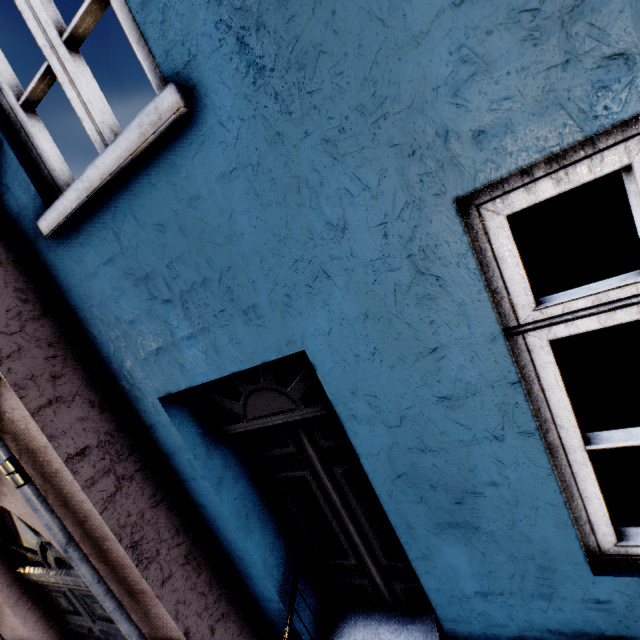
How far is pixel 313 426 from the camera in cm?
226
